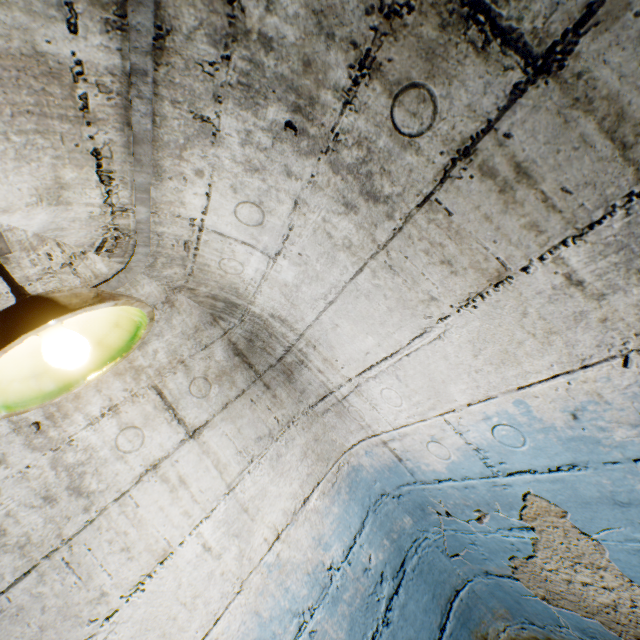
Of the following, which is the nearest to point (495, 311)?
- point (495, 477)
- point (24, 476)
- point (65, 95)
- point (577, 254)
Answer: point (577, 254)

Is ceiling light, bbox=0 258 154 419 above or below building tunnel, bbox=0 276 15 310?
below

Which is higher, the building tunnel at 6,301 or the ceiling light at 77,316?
the building tunnel at 6,301
